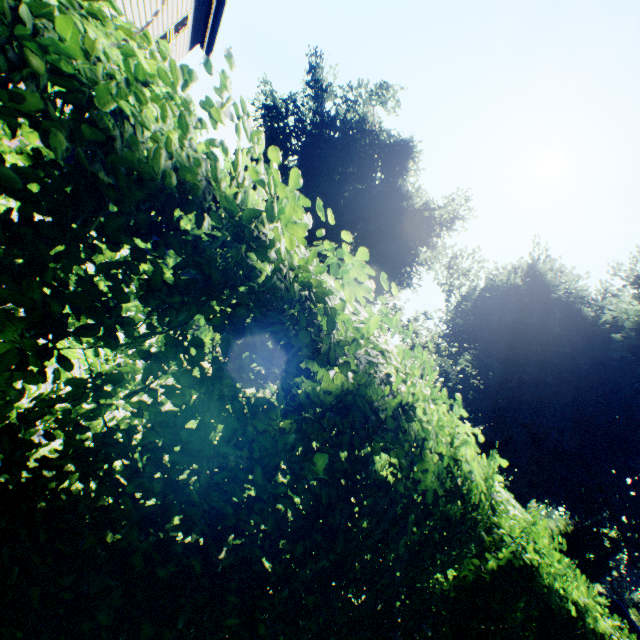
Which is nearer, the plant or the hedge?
the hedge

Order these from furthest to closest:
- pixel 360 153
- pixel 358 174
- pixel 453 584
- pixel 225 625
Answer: pixel 358 174 < pixel 360 153 < pixel 453 584 < pixel 225 625

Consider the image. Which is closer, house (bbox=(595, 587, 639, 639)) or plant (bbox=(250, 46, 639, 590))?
plant (bbox=(250, 46, 639, 590))

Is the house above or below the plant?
below

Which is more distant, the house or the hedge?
the house

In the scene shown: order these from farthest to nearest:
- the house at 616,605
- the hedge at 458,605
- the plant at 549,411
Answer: the house at 616,605, the plant at 549,411, the hedge at 458,605

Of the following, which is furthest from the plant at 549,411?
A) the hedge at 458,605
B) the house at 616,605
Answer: the hedge at 458,605

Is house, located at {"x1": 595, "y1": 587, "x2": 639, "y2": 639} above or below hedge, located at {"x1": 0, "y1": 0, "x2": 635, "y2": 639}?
above
